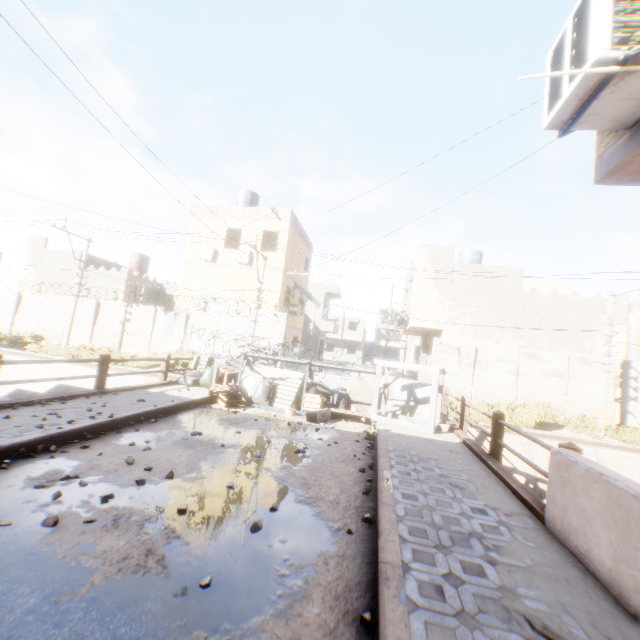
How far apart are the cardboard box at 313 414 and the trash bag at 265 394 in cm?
152

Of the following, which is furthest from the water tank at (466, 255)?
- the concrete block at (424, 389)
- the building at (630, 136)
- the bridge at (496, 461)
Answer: the concrete block at (424, 389)

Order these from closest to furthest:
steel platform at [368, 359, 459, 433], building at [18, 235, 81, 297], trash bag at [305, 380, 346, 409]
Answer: steel platform at [368, 359, 459, 433], trash bag at [305, 380, 346, 409], building at [18, 235, 81, 297]

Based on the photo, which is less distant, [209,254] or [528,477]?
[528,477]

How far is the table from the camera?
10.2 meters

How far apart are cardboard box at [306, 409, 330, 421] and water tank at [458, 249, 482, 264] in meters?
18.2 m

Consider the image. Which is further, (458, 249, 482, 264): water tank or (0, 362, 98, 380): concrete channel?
(458, 249, 482, 264): water tank

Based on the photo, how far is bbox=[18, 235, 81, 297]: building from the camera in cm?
2623
